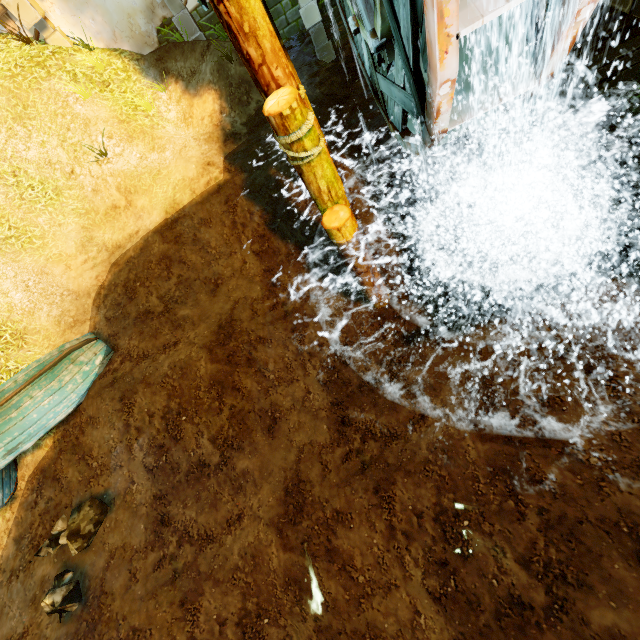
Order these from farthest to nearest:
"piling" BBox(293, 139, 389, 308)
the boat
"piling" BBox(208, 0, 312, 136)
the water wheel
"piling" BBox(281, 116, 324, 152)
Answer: the boat, "piling" BBox(293, 139, 389, 308), "piling" BBox(281, 116, 324, 152), "piling" BBox(208, 0, 312, 136), the water wheel

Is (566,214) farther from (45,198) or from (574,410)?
(45,198)

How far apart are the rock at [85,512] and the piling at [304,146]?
6.2m

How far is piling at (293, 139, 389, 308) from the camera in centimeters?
504cm

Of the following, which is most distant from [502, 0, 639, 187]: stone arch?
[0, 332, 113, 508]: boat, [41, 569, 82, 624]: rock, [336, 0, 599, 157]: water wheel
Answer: [41, 569, 82, 624]: rock

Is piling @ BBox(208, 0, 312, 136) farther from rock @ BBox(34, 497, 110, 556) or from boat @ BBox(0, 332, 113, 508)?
rock @ BBox(34, 497, 110, 556)

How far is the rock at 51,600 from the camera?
5.0m

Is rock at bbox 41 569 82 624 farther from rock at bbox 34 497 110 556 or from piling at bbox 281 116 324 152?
piling at bbox 281 116 324 152
